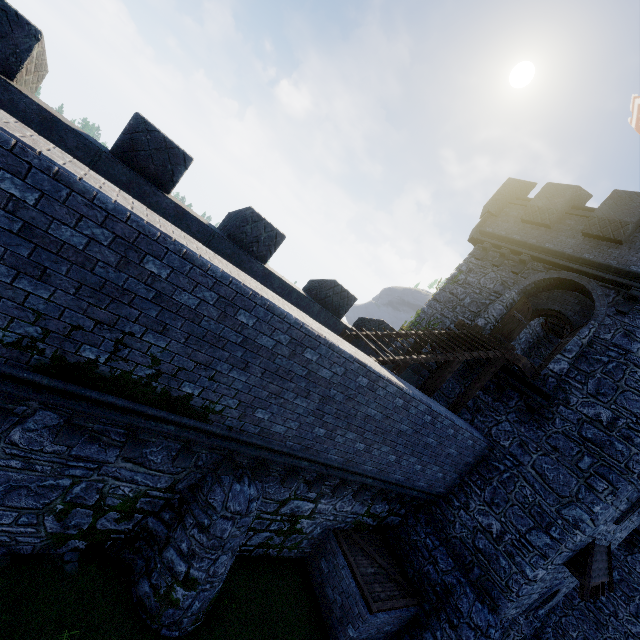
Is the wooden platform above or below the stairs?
above

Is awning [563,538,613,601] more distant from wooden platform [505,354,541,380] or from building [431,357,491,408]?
wooden platform [505,354,541,380]

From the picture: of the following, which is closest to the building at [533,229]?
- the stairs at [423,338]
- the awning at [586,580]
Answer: the awning at [586,580]

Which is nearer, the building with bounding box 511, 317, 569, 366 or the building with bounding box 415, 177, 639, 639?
the building with bounding box 415, 177, 639, 639

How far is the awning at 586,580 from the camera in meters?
9.9

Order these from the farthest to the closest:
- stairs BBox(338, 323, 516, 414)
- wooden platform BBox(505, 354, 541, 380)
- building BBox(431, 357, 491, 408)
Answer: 1. building BBox(431, 357, 491, 408)
2. wooden platform BBox(505, 354, 541, 380)
3. stairs BBox(338, 323, 516, 414)

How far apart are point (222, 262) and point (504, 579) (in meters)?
12.30
